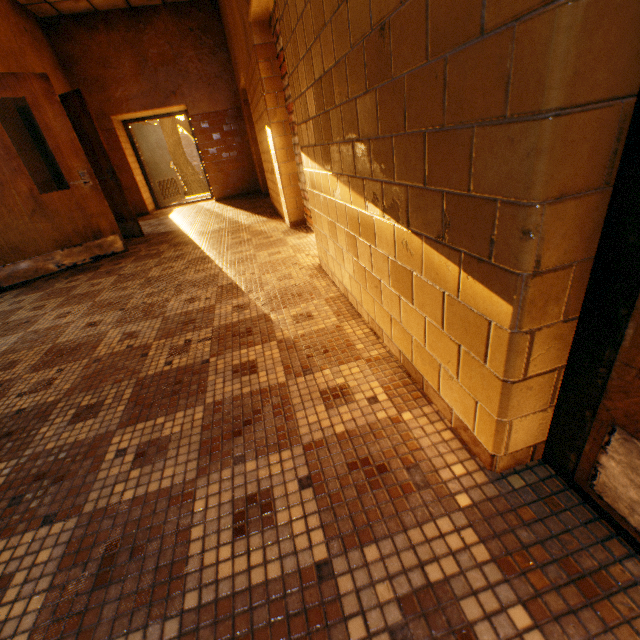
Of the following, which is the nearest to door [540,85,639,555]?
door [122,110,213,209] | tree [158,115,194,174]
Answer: door [122,110,213,209]

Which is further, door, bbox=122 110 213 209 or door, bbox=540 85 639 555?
door, bbox=122 110 213 209

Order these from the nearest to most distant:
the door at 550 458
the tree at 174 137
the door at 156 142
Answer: the door at 550 458 → the door at 156 142 → the tree at 174 137

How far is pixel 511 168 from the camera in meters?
0.6 m

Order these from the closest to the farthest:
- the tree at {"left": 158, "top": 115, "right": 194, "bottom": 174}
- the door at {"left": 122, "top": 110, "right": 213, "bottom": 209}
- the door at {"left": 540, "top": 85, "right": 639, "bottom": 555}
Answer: the door at {"left": 540, "top": 85, "right": 639, "bottom": 555}, the door at {"left": 122, "top": 110, "right": 213, "bottom": 209}, the tree at {"left": 158, "top": 115, "right": 194, "bottom": 174}

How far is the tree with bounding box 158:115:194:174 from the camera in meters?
17.4

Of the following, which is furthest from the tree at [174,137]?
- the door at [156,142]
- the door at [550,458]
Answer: the door at [550,458]
